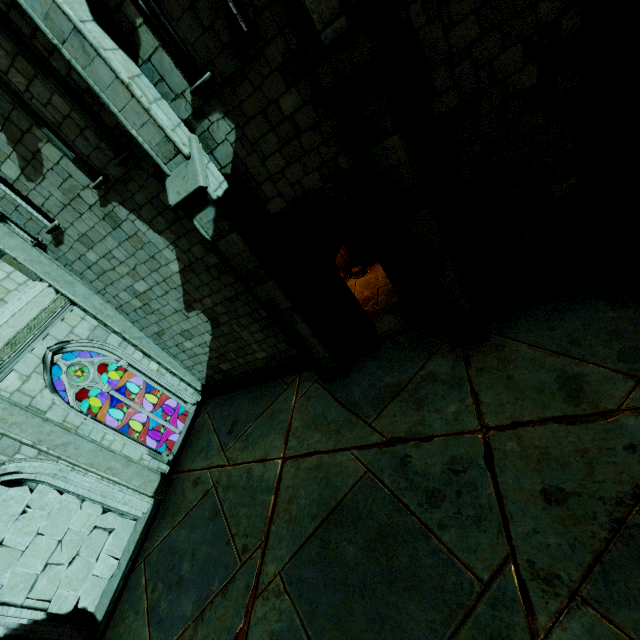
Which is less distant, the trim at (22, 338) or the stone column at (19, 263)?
the trim at (22, 338)

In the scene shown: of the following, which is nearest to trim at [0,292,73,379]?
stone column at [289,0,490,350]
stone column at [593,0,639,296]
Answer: stone column at [289,0,490,350]

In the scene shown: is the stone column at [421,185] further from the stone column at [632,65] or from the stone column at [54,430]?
the stone column at [54,430]

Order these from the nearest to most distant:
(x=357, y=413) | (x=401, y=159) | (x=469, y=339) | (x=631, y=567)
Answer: (x=631, y=567) → (x=401, y=159) → (x=469, y=339) → (x=357, y=413)

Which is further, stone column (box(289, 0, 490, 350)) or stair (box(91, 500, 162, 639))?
stair (box(91, 500, 162, 639))

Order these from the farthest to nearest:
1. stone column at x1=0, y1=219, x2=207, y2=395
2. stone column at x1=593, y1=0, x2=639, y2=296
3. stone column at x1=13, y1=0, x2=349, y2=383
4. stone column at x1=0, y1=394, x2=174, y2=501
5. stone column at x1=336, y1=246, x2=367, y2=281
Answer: stone column at x1=336, y1=246, x2=367, y2=281 < stone column at x1=0, y1=219, x2=207, y2=395 < stone column at x1=0, y1=394, x2=174, y2=501 < stone column at x1=13, y1=0, x2=349, y2=383 < stone column at x1=593, y1=0, x2=639, y2=296

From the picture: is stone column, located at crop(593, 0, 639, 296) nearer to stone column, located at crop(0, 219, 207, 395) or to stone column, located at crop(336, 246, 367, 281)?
stone column, located at crop(336, 246, 367, 281)

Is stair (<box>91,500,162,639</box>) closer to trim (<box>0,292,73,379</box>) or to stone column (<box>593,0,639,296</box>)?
trim (<box>0,292,73,379</box>)
